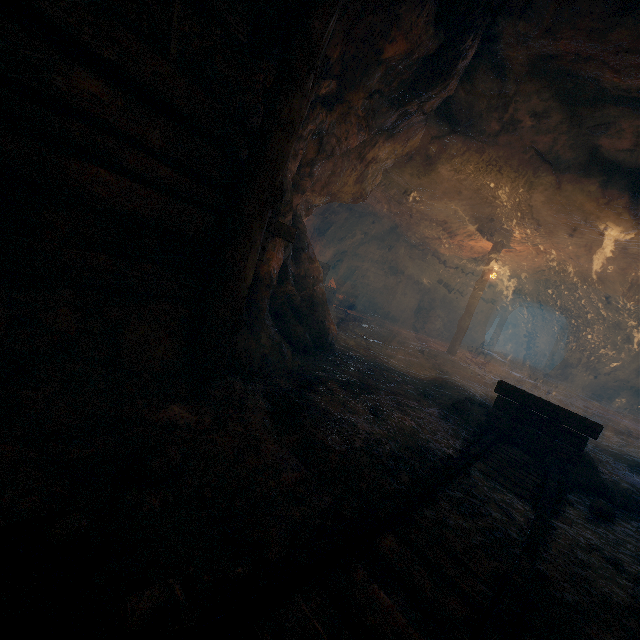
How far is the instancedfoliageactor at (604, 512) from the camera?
3.26m

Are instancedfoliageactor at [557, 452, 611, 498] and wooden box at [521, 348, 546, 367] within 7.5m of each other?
no

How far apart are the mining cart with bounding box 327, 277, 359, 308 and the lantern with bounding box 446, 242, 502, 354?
4.8 meters

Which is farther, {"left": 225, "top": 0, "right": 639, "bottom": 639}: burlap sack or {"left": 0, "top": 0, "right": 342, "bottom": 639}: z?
{"left": 225, "top": 0, "right": 639, "bottom": 639}: burlap sack

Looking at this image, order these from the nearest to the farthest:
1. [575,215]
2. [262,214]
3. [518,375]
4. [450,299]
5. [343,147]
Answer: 1. [262,214]
2. [343,147]
3. [575,215]
4. [518,375]
5. [450,299]

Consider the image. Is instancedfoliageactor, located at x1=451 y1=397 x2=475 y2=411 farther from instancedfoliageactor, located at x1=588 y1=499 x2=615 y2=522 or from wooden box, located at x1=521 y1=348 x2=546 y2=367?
wooden box, located at x1=521 y1=348 x2=546 y2=367

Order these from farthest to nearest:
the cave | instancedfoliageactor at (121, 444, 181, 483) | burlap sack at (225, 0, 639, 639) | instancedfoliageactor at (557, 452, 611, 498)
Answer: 1. the cave
2. instancedfoliageactor at (557, 452, 611, 498)
3. burlap sack at (225, 0, 639, 639)
4. instancedfoliageactor at (121, 444, 181, 483)

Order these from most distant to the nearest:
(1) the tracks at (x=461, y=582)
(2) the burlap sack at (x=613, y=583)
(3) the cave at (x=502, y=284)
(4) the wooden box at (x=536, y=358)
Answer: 1. (4) the wooden box at (x=536, y=358)
2. (3) the cave at (x=502, y=284)
3. (2) the burlap sack at (x=613, y=583)
4. (1) the tracks at (x=461, y=582)
